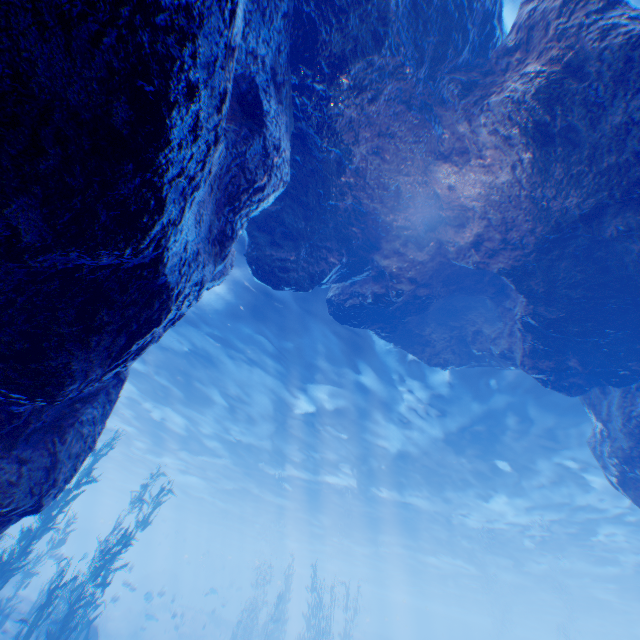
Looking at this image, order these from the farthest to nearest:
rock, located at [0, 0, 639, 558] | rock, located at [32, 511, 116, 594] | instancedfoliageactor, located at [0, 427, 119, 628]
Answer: rock, located at [32, 511, 116, 594] → instancedfoliageactor, located at [0, 427, 119, 628] → rock, located at [0, 0, 639, 558]

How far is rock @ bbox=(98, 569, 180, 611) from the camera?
19.02m

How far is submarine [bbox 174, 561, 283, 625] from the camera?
47.8 meters

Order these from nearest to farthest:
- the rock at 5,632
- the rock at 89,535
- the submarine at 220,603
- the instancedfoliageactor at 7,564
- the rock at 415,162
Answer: the rock at 415,162
the instancedfoliageactor at 7,564
the rock at 5,632
the rock at 89,535
the submarine at 220,603

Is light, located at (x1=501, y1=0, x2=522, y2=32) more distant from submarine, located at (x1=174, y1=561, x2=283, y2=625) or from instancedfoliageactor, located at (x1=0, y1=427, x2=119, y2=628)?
instancedfoliageactor, located at (x1=0, y1=427, x2=119, y2=628)

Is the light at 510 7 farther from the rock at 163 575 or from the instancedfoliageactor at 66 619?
the instancedfoliageactor at 66 619

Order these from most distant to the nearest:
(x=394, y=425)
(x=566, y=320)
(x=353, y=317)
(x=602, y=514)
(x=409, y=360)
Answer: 1. (x=602, y=514)
2. (x=394, y=425)
3. (x=409, y=360)
4. (x=353, y=317)
5. (x=566, y=320)
